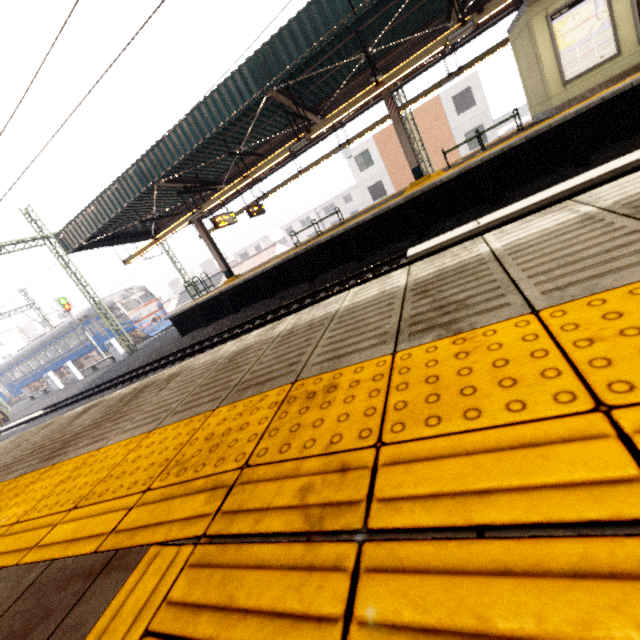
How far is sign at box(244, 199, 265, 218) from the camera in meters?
15.3 m

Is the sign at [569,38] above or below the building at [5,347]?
below

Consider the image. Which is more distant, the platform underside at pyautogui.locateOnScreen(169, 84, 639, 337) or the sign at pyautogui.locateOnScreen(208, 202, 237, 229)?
the sign at pyautogui.locateOnScreen(208, 202, 237, 229)

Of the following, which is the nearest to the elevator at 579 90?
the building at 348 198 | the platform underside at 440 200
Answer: the platform underside at 440 200

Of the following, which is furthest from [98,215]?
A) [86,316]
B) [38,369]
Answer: [38,369]

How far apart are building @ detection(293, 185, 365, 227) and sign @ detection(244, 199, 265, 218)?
42.9m

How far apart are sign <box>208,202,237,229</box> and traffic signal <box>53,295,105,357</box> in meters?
18.6 m

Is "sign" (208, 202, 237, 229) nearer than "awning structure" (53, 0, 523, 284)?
No
